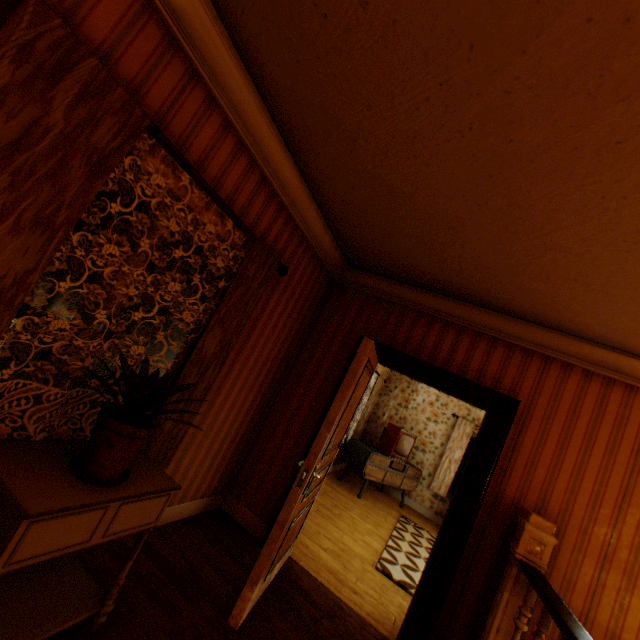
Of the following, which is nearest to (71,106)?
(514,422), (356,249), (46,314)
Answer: (356,249)

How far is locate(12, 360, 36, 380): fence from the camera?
13.7m

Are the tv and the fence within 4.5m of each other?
no

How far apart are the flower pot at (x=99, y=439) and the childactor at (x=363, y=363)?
1.1 meters

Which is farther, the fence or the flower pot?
the fence

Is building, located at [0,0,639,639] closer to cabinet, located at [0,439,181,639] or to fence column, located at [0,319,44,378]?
cabinet, located at [0,439,181,639]

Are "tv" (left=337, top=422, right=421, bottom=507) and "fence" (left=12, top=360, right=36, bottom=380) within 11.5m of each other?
no

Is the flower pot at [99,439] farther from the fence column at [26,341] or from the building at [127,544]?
the fence column at [26,341]
